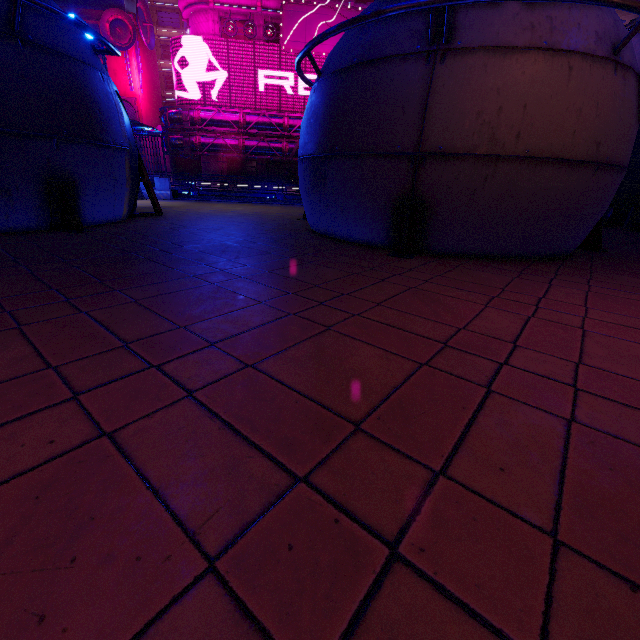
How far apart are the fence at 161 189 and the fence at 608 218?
19.1m

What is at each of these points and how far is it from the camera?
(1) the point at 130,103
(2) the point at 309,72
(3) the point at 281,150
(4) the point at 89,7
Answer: (1) vent, 43.44m
(2) sign, 36.66m
(3) pipe, 38.12m
(4) building, 39.69m

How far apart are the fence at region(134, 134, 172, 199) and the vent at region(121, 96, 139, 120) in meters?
37.8 m

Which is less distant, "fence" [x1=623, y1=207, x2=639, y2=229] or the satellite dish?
"fence" [x1=623, y1=207, x2=639, y2=229]

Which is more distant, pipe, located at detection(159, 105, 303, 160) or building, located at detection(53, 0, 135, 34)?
building, located at detection(53, 0, 135, 34)

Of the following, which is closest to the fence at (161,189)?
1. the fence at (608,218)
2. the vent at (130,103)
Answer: the fence at (608,218)

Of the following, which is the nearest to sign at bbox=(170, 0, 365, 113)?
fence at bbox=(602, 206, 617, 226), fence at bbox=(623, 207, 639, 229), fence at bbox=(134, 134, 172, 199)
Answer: fence at bbox=(134, 134, 172, 199)

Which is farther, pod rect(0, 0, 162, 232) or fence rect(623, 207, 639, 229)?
fence rect(623, 207, 639, 229)
